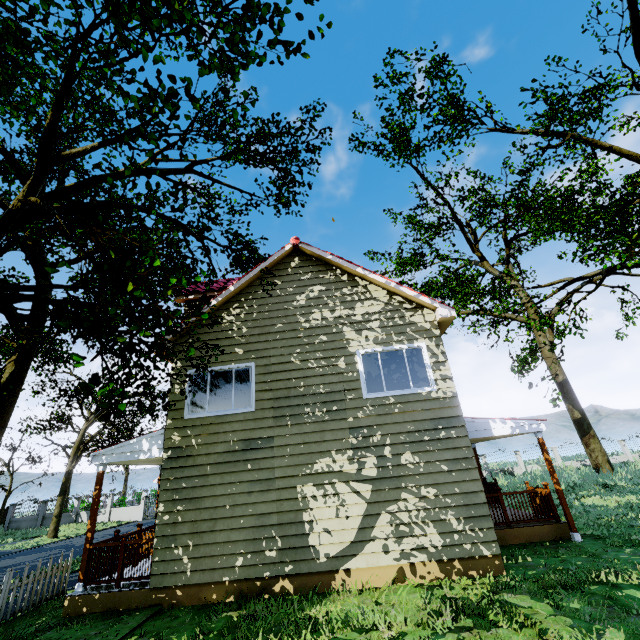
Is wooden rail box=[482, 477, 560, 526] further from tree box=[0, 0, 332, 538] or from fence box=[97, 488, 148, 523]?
fence box=[97, 488, 148, 523]

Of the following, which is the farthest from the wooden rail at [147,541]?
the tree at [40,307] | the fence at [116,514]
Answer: the fence at [116,514]

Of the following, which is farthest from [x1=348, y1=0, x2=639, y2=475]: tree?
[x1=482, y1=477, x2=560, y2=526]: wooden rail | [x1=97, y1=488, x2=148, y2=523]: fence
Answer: [x1=482, y1=477, x2=560, y2=526]: wooden rail

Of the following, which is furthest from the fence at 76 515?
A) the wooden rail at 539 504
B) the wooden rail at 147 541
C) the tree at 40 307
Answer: the wooden rail at 539 504

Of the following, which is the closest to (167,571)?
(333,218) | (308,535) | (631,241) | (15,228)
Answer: (308,535)

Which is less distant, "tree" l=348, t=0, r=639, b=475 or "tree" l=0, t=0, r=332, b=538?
"tree" l=0, t=0, r=332, b=538

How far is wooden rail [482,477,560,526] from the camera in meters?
9.5 m

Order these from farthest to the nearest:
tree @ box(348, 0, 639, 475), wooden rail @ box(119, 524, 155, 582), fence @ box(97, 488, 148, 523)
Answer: fence @ box(97, 488, 148, 523) → tree @ box(348, 0, 639, 475) → wooden rail @ box(119, 524, 155, 582)
